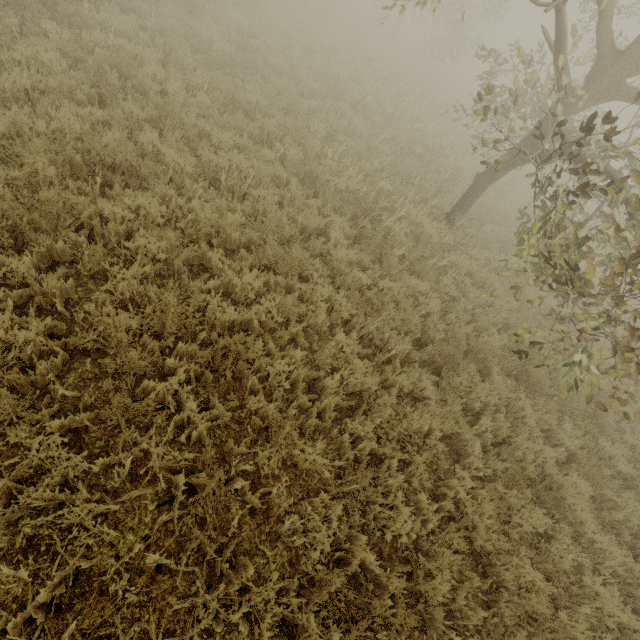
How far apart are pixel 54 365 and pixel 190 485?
1.8 meters
